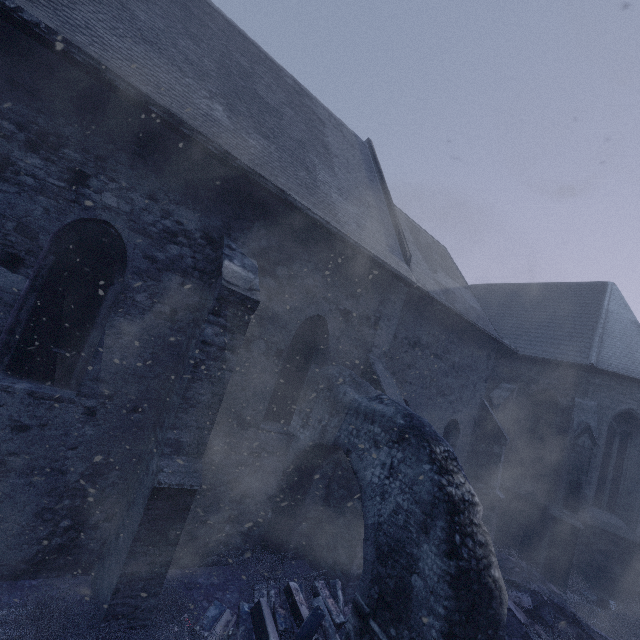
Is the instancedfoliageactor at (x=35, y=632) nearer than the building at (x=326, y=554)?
Yes

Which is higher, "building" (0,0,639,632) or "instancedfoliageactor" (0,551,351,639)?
"building" (0,0,639,632)

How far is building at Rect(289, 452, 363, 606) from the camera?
6.5m

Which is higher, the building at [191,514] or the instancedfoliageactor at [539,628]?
the building at [191,514]

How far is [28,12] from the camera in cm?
388

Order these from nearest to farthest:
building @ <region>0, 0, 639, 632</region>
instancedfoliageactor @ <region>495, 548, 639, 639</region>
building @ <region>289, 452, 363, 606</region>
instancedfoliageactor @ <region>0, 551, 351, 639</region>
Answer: instancedfoliageactor @ <region>0, 551, 351, 639</region> → building @ <region>0, 0, 639, 632</region> → building @ <region>289, 452, 363, 606</region> → instancedfoliageactor @ <region>495, 548, 639, 639</region>

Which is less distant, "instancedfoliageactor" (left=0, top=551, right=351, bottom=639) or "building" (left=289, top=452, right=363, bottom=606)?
"instancedfoliageactor" (left=0, top=551, right=351, bottom=639)
